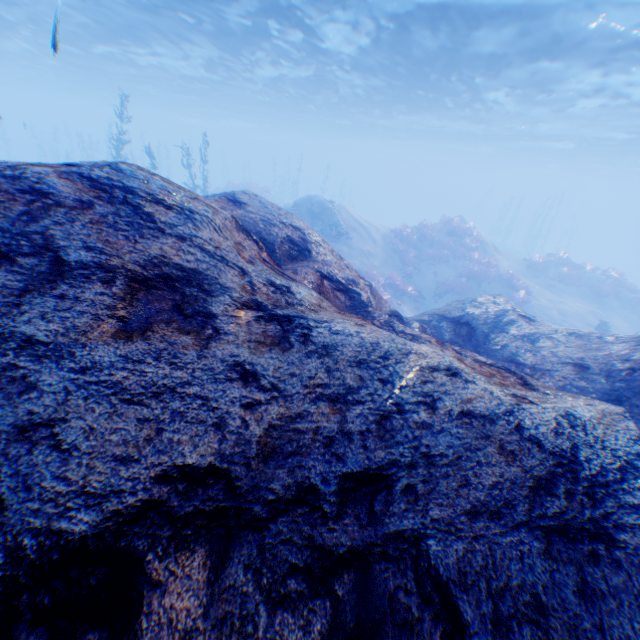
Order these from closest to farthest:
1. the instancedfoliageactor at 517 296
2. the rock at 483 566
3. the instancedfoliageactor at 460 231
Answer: the rock at 483 566
the instancedfoliageactor at 517 296
the instancedfoliageactor at 460 231

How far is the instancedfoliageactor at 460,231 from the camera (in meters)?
19.81

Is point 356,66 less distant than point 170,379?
No

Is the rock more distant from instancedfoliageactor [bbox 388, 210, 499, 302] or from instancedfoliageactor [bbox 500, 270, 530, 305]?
instancedfoliageactor [bbox 500, 270, 530, 305]

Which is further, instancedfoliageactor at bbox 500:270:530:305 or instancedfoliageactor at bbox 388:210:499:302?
instancedfoliageactor at bbox 388:210:499:302

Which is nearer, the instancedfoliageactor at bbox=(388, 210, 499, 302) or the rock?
the rock

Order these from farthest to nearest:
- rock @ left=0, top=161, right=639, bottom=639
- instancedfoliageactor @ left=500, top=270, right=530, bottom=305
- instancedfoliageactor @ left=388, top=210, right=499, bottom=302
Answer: instancedfoliageactor @ left=388, top=210, right=499, bottom=302, instancedfoliageactor @ left=500, top=270, right=530, bottom=305, rock @ left=0, top=161, right=639, bottom=639

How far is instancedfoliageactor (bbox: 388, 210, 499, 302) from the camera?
19.8m
